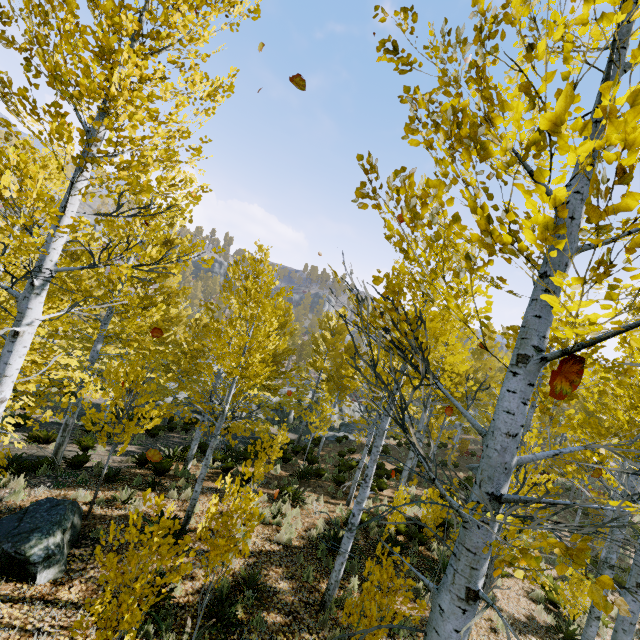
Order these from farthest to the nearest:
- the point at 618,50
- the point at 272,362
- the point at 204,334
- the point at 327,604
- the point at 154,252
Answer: the point at 272,362 < the point at 204,334 < the point at 327,604 < the point at 154,252 < the point at 618,50

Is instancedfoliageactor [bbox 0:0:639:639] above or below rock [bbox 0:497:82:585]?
above

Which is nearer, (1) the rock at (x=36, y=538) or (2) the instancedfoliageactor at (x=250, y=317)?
(2) the instancedfoliageactor at (x=250, y=317)

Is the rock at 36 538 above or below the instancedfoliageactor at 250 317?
below

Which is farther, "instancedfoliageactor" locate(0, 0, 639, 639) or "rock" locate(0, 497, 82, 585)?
"rock" locate(0, 497, 82, 585)
